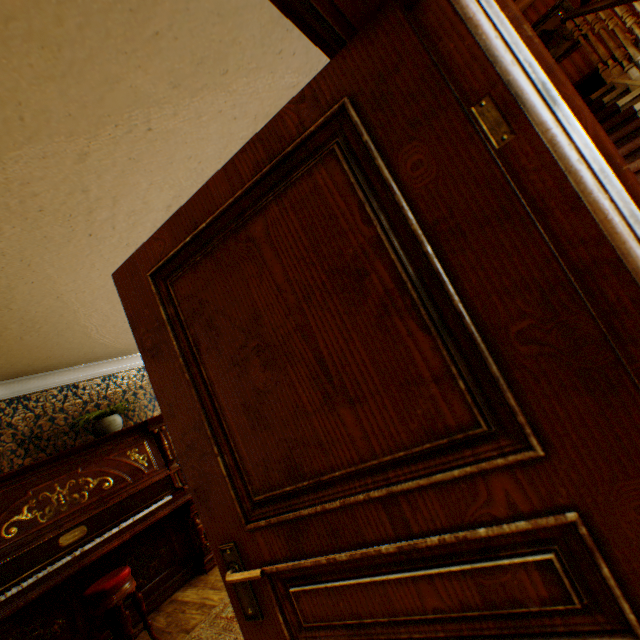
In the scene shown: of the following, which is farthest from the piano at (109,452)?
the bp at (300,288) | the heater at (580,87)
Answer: the heater at (580,87)

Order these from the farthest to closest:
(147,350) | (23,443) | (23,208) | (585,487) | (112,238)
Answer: (23,443) < (112,238) < (23,208) < (147,350) < (585,487)

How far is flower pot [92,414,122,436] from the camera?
4.16m

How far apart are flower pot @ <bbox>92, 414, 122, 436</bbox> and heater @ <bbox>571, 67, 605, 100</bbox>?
9.2 meters

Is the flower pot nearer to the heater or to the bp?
the bp

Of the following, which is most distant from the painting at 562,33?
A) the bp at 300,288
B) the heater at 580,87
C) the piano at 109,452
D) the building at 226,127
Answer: the piano at 109,452

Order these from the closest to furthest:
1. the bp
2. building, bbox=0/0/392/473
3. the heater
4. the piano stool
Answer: the bp
building, bbox=0/0/392/473
the piano stool
the heater

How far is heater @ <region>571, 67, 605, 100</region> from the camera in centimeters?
574cm
